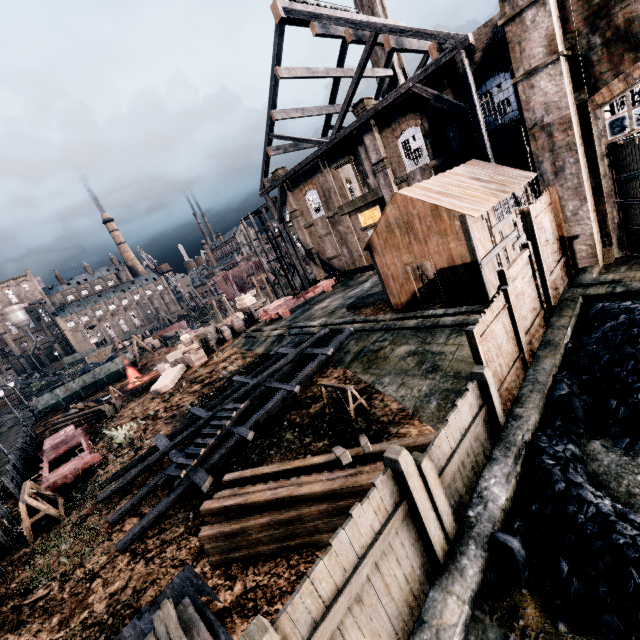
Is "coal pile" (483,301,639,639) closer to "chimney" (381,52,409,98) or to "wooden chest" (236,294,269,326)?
"wooden chest" (236,294,269,326)

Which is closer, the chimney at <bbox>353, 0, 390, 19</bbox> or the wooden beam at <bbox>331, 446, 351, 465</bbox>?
the wooden beam at <bbox>331, 446, 351, 465</bbox>

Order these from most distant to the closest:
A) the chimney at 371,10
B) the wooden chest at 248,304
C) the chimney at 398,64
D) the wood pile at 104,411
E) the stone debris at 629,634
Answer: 1. the chimney at 398,64
2. the chimney at 371,10
3. the wooden chest at 248,304
4. the wood pile at 104,411
5. the stone debris at 629,634

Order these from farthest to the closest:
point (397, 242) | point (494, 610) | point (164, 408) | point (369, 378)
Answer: point (164, 408) < point (397, 242) < point (369, 378) < point (494, 610)

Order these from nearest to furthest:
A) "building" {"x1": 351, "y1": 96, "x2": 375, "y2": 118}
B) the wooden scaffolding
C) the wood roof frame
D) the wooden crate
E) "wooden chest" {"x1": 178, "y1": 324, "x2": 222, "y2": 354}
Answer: the wooden scaffolding, the wood roof frame, "building" {"x1": 351, "y1": 96, "x2": 375, "y2": 118}, the wooden crate, "wooden chest" {"x1": 178, "y1": 324, "x2": 222, "y2": 354}

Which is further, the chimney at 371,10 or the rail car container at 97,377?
the chimney at 371,10

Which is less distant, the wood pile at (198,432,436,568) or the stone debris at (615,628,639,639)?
the stone debris at (615,628,639,639)

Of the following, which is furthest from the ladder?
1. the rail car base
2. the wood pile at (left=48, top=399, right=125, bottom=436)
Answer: the wood pile at (left=48, top=399, right=125, bottom=436)
